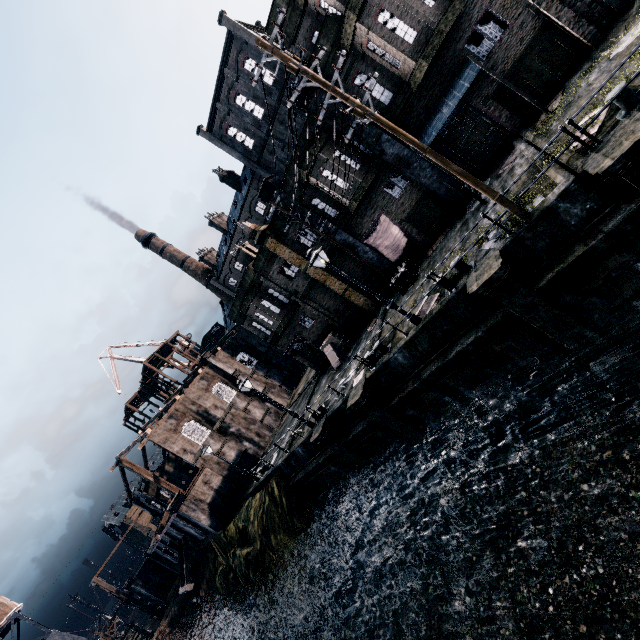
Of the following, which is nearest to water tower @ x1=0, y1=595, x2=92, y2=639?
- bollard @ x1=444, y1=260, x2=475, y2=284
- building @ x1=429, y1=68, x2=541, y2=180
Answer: bollard @ x1=444, y1=260, x2=475, y2=284

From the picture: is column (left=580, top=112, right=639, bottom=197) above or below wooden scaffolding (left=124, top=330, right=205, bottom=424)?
below

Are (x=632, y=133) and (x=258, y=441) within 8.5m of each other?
no

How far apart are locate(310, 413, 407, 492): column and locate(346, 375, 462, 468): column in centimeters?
295cm

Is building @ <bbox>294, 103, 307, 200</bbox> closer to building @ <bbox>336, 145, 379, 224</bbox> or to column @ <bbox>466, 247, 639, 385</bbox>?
building @ <bbox>336, 145, 379, 224</bbox>

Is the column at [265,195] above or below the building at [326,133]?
above

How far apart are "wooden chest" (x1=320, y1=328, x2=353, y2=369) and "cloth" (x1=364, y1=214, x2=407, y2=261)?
7.5 meters

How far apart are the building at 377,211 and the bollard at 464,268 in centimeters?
745cm
